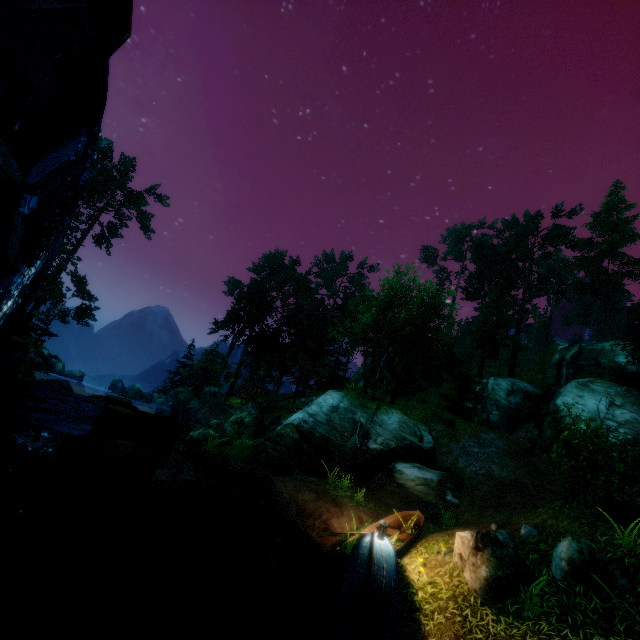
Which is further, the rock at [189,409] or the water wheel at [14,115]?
the rock at [189,409]

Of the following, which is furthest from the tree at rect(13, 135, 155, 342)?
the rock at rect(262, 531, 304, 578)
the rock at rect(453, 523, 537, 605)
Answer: the rock at rect(262, 531, 304, 578)

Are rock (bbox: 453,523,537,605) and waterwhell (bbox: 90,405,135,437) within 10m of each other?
yes

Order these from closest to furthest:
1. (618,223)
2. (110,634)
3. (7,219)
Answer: (7,219) < (110,634) < (618,223)

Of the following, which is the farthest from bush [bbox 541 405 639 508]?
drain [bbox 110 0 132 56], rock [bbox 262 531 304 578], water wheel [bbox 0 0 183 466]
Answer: drain [bbox 110 0 132 56]

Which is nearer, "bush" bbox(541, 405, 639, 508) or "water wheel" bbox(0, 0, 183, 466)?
"water wheel" bbox(0, 0, 183, 466)

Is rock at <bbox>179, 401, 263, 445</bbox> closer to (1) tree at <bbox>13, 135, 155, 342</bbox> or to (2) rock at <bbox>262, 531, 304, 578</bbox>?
(1) tree at <bbox>13, 135, 155, 342</bbox>

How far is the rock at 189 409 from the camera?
30.08m
